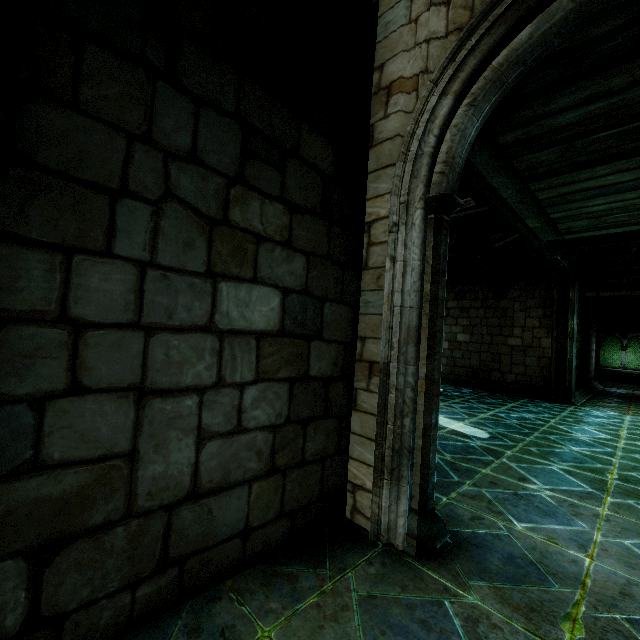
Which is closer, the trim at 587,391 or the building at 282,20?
the building at 282,20

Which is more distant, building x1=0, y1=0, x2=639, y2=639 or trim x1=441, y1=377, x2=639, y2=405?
trim x1=441, y1=377, x2=639, y2=405

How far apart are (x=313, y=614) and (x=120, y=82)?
3.3m
